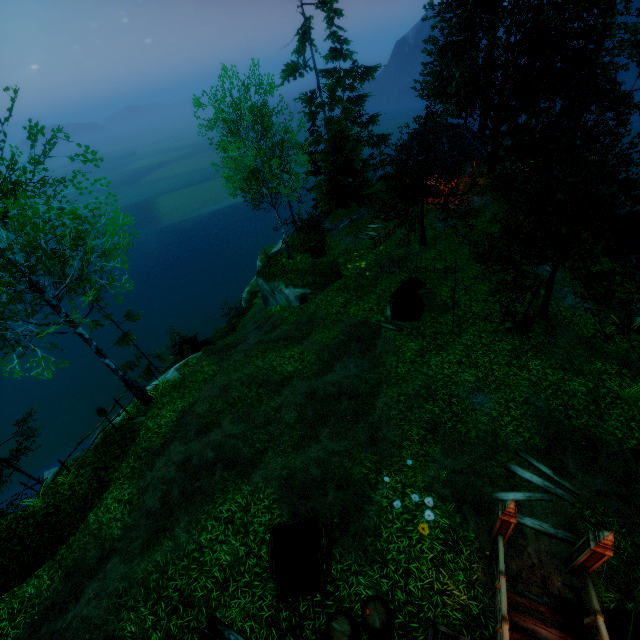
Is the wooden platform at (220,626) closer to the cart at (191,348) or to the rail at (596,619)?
the rail at (596,619)

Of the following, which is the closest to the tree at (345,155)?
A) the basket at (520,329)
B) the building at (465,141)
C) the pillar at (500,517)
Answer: the building at (465,141)

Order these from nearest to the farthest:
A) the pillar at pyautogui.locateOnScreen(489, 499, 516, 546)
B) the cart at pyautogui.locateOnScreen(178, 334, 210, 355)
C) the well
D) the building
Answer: the pillar at pyautogui.locateOnScreen(489, 499, 516, 546)
the well
the cart at pyautogui.locateOnScreen(178, 334, 210, 355)
the building

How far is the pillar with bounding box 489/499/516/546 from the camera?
6.8m

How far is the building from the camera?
21.50m

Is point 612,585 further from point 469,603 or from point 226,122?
point 226,122

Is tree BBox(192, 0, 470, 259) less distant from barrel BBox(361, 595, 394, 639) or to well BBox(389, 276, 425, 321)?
well BBox(389, 276, 425, 321)

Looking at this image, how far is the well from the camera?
15.2 meters
